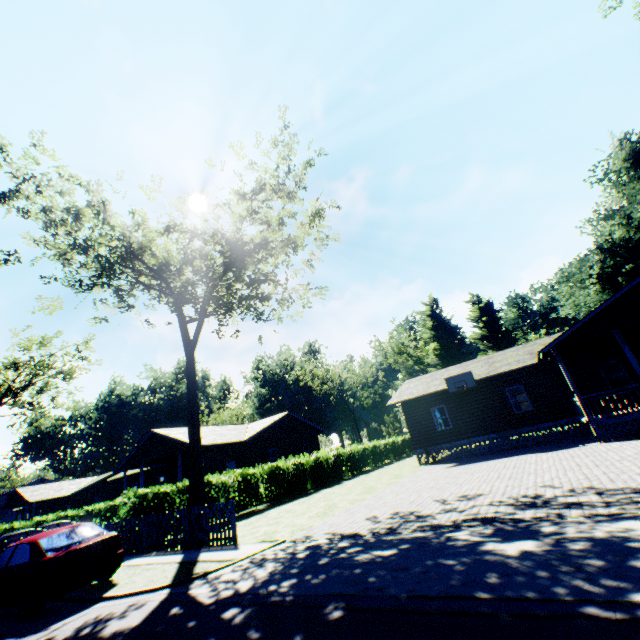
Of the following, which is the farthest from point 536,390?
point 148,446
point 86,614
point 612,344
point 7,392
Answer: point 7,392

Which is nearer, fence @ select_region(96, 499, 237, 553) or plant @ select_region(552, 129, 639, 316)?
fence @ select_region(96, 499, 237, 553)

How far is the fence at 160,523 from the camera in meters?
10.4 m

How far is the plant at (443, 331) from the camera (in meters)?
54.22

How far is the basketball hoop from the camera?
20.6 meters

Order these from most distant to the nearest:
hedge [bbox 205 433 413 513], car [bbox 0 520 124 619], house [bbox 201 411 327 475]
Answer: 1. house [bbox 201 411 327 475]
2. hedge [bbox 205 433 413 513]
3. car [bbox 0 520 124 619]

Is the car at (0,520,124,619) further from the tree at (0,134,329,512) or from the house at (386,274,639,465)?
the house at (386,274,639,465)

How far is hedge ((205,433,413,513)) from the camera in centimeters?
1770cm
